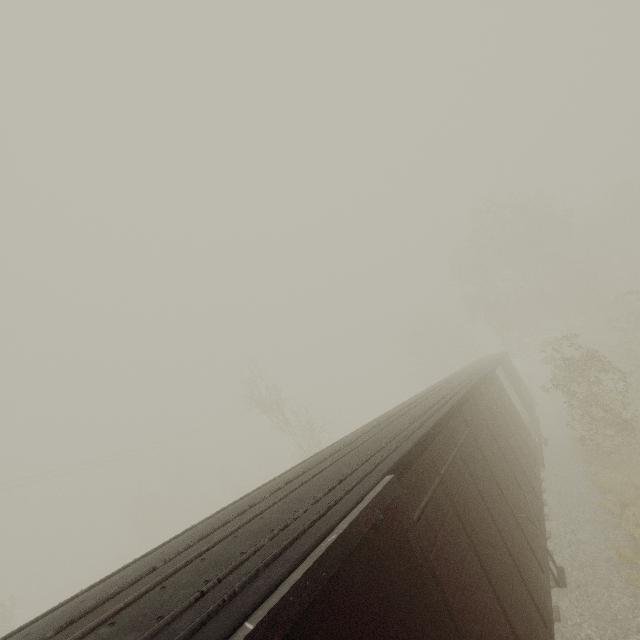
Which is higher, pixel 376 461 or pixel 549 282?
pixel 549 282
